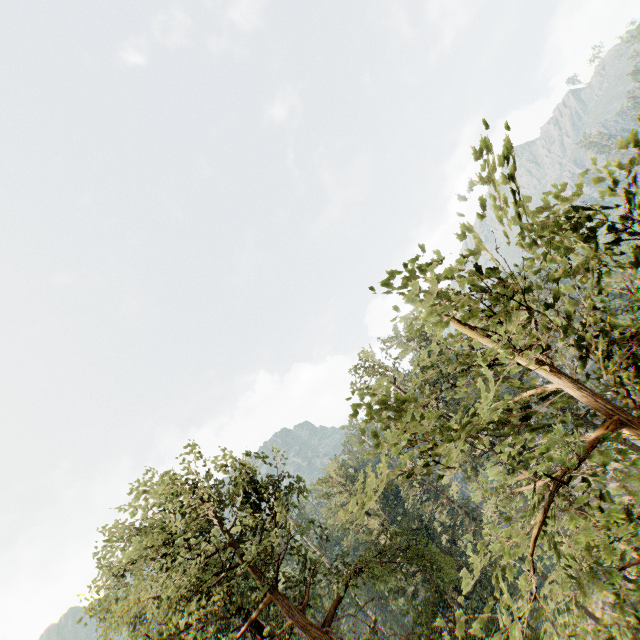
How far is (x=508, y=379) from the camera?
5.3m
